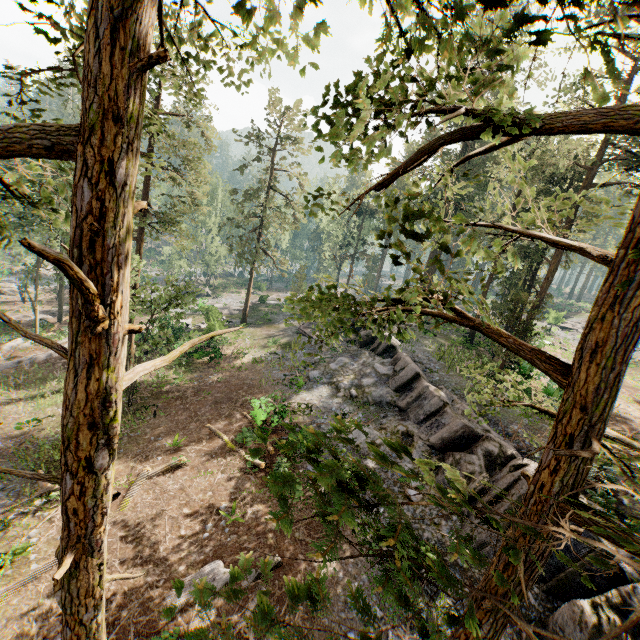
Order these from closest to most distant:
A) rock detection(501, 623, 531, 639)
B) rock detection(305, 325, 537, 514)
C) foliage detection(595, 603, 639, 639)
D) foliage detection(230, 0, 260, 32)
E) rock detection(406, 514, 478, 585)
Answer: foliage detection(595, 603, 639, 639) → foliage detection(230, 0, 260, 32) → rock detection(501, 623, 531, 639) → rock detection(406, 514, 478, 585) → rock detection(305, 325, 537, 514)

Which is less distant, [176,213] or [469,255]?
[469,255]

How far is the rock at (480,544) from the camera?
11.4 meters

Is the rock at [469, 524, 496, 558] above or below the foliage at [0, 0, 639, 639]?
below

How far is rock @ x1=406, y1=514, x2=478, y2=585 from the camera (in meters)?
10.92
